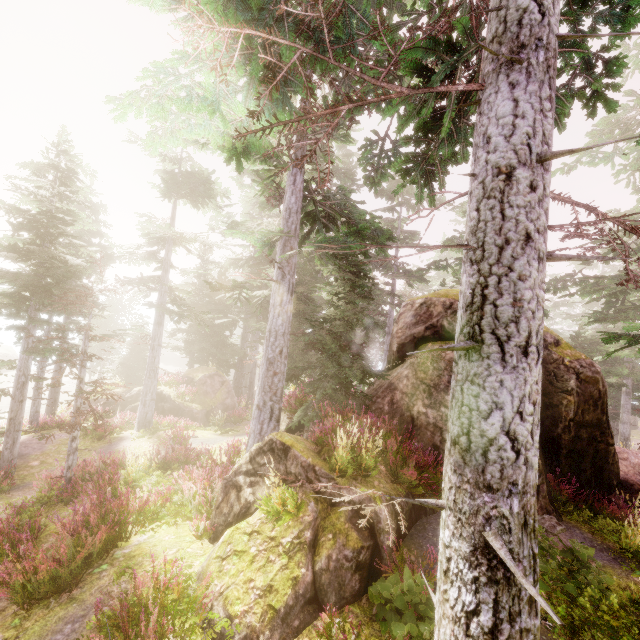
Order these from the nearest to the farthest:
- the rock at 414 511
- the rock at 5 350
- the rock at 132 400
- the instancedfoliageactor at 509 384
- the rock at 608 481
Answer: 1. the instancedfoliageactor at 509 384
2. the rock at 414 511
3. the rock at 608 481
4. the rock at 132 400
5. the rock at 5 350

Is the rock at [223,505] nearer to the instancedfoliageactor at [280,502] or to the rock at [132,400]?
the instancedfoliageactor at [280,502]

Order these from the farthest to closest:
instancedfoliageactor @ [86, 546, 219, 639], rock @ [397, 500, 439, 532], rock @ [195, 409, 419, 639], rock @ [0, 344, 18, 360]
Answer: rock @ [0, 344, 18, 360]
rock @ [397, 500, 439, 532]
rock @ [195, 409, 419, 639]
instancedfoliageactor @ [86, 546, 219, 639]

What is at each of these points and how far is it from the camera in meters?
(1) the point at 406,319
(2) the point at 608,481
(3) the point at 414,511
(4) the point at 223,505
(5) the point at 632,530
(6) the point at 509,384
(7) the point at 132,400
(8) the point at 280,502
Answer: (1) rock, 11.5 m
(2) rock, 8.9 m
(3) rock, 6.6 m
(4) rock, 6.6 m
(5) instancedfoliageactor, 6.9 m
(6) instancedfoliageactor, 2.6 m
(7) rock, 22.6 m
(8) instancedfoliageactor, 5.5 m

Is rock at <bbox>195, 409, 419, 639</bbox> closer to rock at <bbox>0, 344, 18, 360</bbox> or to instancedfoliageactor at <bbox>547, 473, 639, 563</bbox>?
instancedfoliageactor at <bbox>547, 473, 639, 563</bbox>

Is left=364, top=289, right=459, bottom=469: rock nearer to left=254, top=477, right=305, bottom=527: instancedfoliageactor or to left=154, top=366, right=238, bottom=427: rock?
left=254, top=477, right=305, bottom=527: instancedfoliageactor

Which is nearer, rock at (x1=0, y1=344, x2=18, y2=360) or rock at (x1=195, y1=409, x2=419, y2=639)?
rock at (x1=195, y1=409, x2=419, y2=639)
